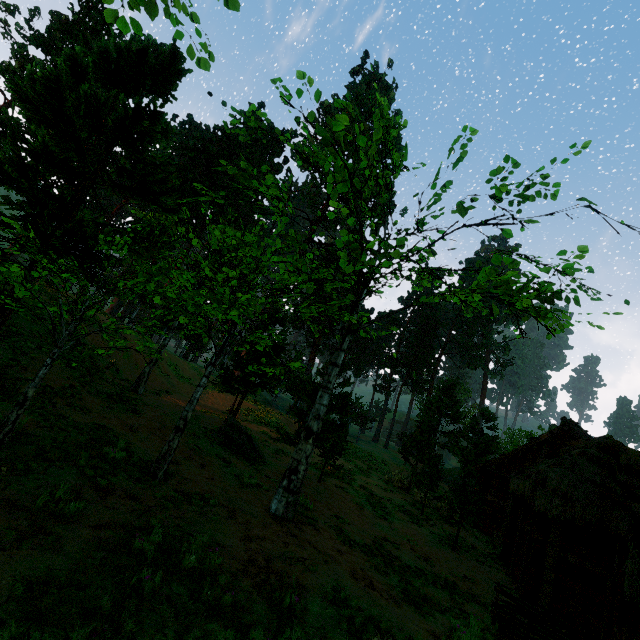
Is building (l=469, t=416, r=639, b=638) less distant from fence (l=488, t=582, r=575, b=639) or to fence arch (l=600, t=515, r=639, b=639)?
fence arch (l=600, t=515, r=639, b=639)

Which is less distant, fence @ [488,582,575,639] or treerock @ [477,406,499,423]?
fence @ [488,582,575,639]

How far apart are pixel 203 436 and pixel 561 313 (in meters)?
13.10

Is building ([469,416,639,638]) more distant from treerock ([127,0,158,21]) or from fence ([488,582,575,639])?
fence ([488,582,575,639])

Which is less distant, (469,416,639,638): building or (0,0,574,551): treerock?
(0,0,574,551): treerock

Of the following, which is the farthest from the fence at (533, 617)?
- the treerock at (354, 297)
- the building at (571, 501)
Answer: the building at (571, 501)

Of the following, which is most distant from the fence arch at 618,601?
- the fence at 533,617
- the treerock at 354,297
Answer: the fence at 533,617

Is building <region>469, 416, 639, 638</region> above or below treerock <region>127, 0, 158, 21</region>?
below
